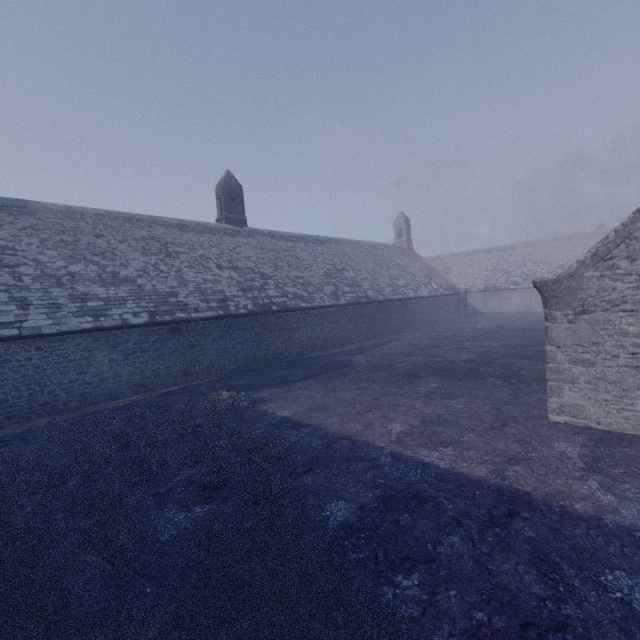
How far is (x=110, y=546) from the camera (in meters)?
4.24
